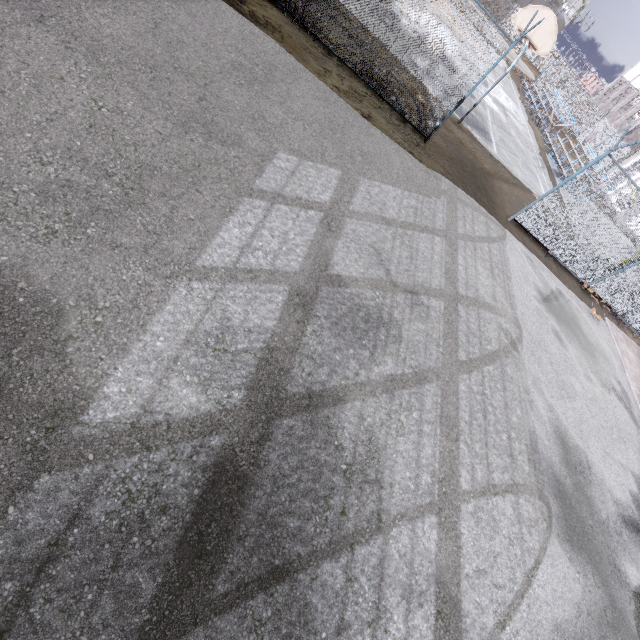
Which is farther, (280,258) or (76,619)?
(280,258)

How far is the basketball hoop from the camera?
10.8 meters

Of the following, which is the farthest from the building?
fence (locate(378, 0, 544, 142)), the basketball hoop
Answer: the basketball hoop

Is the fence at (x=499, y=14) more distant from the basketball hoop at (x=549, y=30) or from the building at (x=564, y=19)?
the building at (x=564, y=19)

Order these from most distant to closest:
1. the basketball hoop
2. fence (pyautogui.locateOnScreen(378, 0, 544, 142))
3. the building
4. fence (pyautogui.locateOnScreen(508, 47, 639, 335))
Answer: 1. the building
2. the basketball hoop
3. fence (pyautogui.locateOnScreen(508, 47, 639, 335))
4. fence (pyautogui.locateOnScreen(378, 0, 544, 142))

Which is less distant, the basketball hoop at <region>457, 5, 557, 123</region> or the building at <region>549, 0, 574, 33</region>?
the basketball hoop at <region>457, 5, 557, 123</region>

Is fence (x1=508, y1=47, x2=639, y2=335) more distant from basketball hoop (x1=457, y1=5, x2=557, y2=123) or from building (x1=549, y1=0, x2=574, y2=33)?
building (x1=549, y1=0, x2=574, y2=33)
